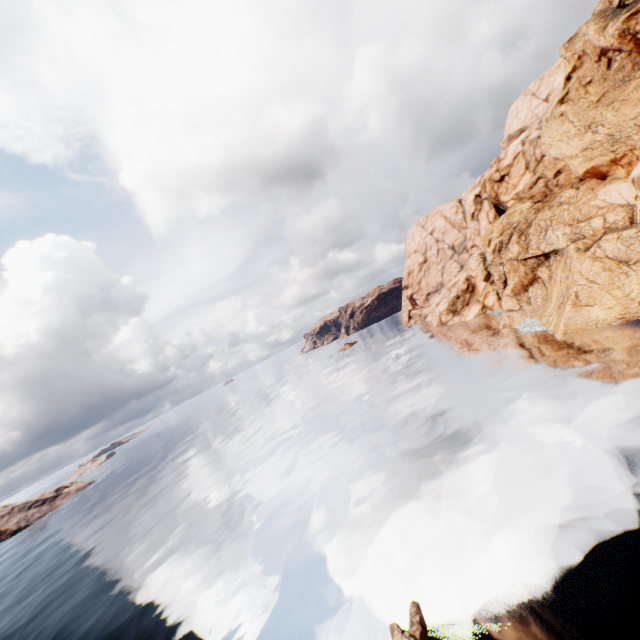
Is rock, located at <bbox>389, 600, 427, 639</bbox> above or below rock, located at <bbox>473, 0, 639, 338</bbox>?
below

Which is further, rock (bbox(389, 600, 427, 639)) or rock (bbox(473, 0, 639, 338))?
rock (bbox(473, 0, 639, 338))

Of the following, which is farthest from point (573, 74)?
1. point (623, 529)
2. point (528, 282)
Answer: point (623, 529)

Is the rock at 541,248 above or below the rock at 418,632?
above

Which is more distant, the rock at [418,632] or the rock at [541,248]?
the rock at [541,248]
